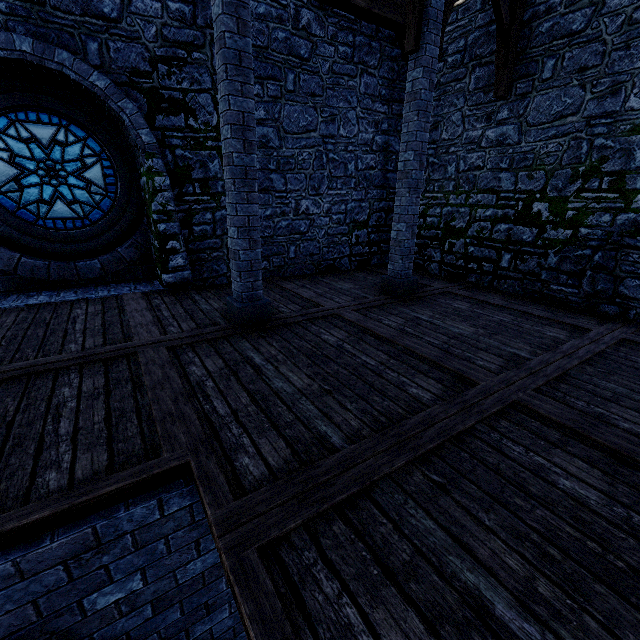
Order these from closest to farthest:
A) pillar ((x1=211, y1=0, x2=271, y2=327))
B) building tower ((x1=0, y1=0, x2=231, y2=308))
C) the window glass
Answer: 1. pillar ((x1=211, y1=0, x2=271, y2=327))
2. building tower ((x1=0, y1=0, x2=231, y2=308))
3. the window glass

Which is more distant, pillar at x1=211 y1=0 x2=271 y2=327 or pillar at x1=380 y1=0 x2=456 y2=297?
pillar at x1=380 y1=0 x2=456 y2=297

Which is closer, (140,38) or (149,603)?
(149,603)

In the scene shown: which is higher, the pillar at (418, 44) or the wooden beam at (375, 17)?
the wooden beam at (375, 17)

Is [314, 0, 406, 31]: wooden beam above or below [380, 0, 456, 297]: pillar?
above

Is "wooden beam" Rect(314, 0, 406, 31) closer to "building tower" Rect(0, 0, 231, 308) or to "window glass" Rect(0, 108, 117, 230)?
"building tower" Rect(0, 0, 231, 308)

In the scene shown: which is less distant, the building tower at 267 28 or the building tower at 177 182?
the building tower at 177 182

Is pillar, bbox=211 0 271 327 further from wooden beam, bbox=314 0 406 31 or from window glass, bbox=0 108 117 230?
window glass, bbox=0 108 117 230
